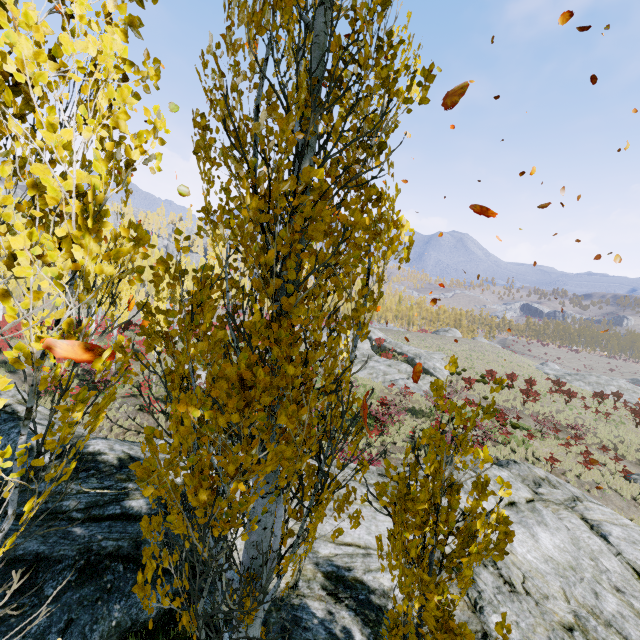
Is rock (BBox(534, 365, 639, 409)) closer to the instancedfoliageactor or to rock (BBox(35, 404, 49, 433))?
the instancedfoliageactor

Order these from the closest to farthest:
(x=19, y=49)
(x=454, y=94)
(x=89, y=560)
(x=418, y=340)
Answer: (x=19, y=49) < (x=454, y=94) < (x=89, y=560) < (x=418, y=340)

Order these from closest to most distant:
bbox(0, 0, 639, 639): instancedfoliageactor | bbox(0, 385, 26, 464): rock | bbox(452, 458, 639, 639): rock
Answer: bbox(0, 0, 639, 639): instancedfoliageactor, bbox(452, 458, 639, 639): rock, bbox(0, 385, 26, 464): rock

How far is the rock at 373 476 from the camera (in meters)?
9.04

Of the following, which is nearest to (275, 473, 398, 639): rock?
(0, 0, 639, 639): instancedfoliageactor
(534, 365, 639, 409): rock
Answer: (0, 0, 639, 639): instancedfoliageactor

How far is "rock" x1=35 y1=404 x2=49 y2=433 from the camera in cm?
846
